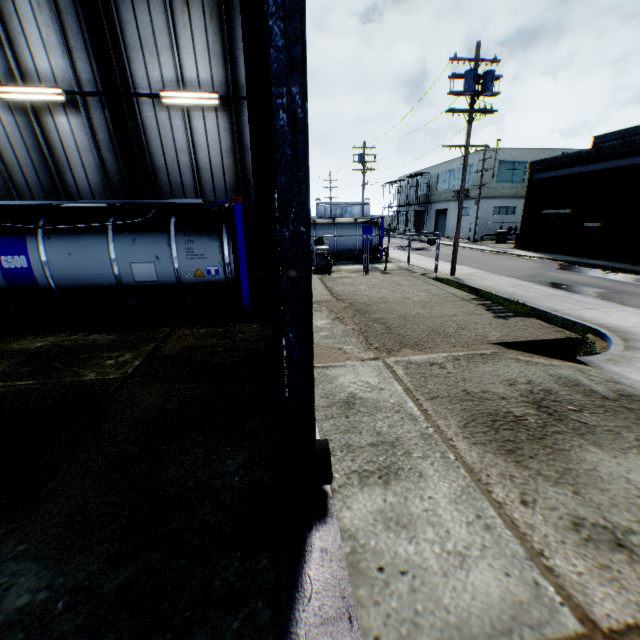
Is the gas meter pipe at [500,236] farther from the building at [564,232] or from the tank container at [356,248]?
the tank container at [356,248]

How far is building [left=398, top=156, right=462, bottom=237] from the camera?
41.9 meters

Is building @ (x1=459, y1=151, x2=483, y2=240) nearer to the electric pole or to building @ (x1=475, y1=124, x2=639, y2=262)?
building @ (x1=475, y1=124, x2=639, y2=262)

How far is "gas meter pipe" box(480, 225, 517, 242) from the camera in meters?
35.3 m

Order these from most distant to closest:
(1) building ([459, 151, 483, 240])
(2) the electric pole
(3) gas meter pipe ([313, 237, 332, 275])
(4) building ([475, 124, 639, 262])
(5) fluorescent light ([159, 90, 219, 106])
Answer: (1) building ([459, 151, 483, 240]) < (4) building ([475, 124, 639, 262]) < (3) gas meter pipe ([313, 237, 332, 275]) < (2) the electric pole < (5) fluorescent light ([159, 90, 219, 106])

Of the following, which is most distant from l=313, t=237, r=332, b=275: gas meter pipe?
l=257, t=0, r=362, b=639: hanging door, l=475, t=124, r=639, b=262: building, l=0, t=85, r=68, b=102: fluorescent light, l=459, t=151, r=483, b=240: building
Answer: l=459, t=151, r=483, b=240: building

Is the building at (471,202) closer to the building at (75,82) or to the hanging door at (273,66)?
Result: the building at (75,82)

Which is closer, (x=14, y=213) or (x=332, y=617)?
(x=332, y=617)
